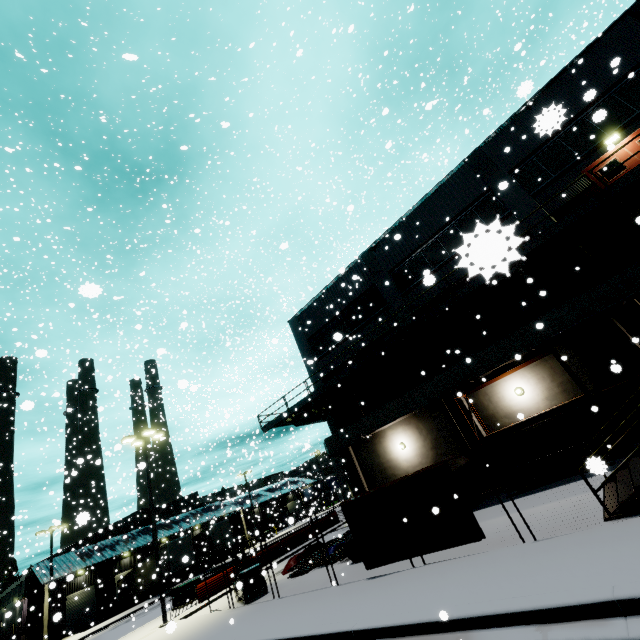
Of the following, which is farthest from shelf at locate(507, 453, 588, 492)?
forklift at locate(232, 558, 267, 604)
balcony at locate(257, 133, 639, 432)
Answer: forklift at locate(232, 558, 267, 604)

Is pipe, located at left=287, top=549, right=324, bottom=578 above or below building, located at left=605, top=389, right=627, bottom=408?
below

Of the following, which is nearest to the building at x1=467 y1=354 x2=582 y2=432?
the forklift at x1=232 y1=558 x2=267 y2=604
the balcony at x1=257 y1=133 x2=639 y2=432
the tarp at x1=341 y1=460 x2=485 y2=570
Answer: the balcony at x1=257 y1=133 x2=639 y2=432

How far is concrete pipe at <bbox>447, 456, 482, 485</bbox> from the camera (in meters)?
13.84

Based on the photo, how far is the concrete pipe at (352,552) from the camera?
12.9 meters

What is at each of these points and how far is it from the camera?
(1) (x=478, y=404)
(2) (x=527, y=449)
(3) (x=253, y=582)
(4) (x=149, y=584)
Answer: (1) building, 16.06m
(2) building, 14.53m
(3) forklift, 14.20m
(4) semi trailer, 35.03m

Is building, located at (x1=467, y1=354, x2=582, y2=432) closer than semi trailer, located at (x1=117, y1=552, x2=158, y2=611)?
Yes

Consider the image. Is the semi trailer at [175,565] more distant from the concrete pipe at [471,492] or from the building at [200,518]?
the concrete pipe at [471,492]
